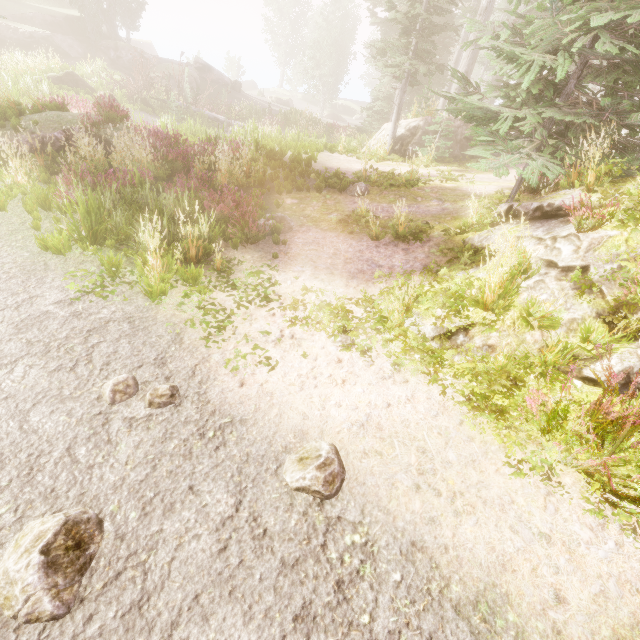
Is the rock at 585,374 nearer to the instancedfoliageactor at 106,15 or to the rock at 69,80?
the instancedfoliageactor at 106,15

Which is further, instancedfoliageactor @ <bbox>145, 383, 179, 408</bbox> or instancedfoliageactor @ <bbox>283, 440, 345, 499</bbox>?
instancedfoliageactor @ <bbox>145, 383, 179, 408</bbox>

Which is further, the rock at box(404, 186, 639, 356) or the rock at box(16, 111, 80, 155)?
the rock at box(16, 111, 80, 155)

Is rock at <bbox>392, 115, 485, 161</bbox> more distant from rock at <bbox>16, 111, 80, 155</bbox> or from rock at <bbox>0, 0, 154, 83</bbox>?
rock at <bbox>0, 0, 154, 83</bbox>

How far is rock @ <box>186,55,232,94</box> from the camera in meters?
29.6 m

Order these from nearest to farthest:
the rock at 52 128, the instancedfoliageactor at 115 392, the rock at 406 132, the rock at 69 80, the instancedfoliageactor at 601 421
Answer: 1. the instancedfoliageactor at 601 421
2. the instancedfoliageactor at 115 392
3. the rock at 52 128
4. the rock at 406 132
5. the rock at 69 80

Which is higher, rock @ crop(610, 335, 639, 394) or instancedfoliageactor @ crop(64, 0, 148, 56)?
instancedfoliageactor @ crop(64, 0, 148, 56)

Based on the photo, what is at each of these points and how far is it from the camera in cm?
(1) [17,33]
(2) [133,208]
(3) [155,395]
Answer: (1) rock, 2362
(2) instancedfoliageactor, 667
(3) instancedfoliageactor, 372
